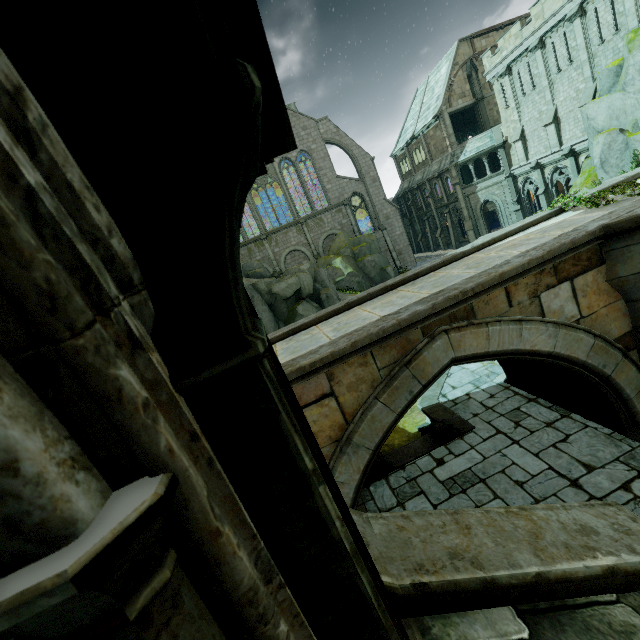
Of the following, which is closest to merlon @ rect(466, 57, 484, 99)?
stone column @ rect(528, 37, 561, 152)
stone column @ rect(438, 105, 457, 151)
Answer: stone column @ rect(438, 105, 457, 151)

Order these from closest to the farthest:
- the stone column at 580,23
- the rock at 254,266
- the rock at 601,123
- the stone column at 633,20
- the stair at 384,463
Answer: the stair at 384,463 → the stone column at 633,20 → the rock at 601,123 → the stone column at 580,23 → the rock at 254,266

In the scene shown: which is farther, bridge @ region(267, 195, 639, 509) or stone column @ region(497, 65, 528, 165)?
stone column @ region(497, 65, 528, 165)

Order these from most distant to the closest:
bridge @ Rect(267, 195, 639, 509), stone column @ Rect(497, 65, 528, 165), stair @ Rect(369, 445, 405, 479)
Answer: stone column @ Rect(497, 65, 528, 165) → stair @ Rect(369, 445, 405, 479) → bridge @ Rect(267, 195, 639, 509)

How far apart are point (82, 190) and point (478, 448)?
10.4 meters

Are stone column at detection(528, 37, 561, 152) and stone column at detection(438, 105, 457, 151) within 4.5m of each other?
no

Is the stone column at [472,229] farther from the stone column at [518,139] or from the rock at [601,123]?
the rock at [601,123]

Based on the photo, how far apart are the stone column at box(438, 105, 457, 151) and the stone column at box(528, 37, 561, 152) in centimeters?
898cm
